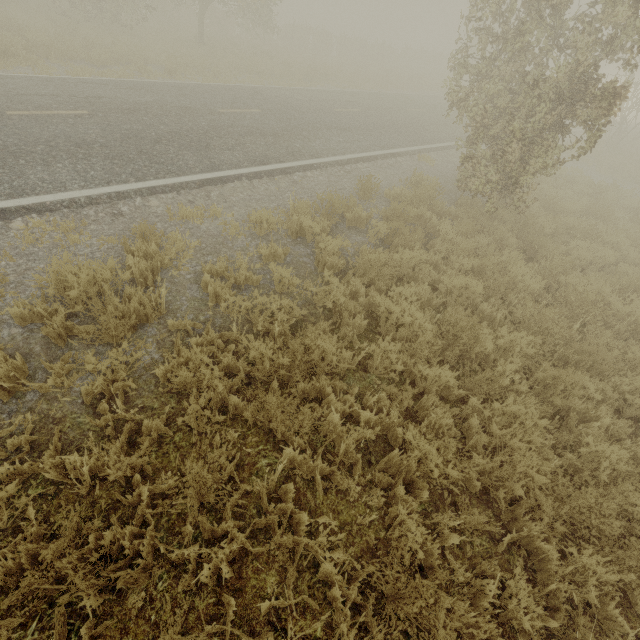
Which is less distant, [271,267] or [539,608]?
[539,608]
